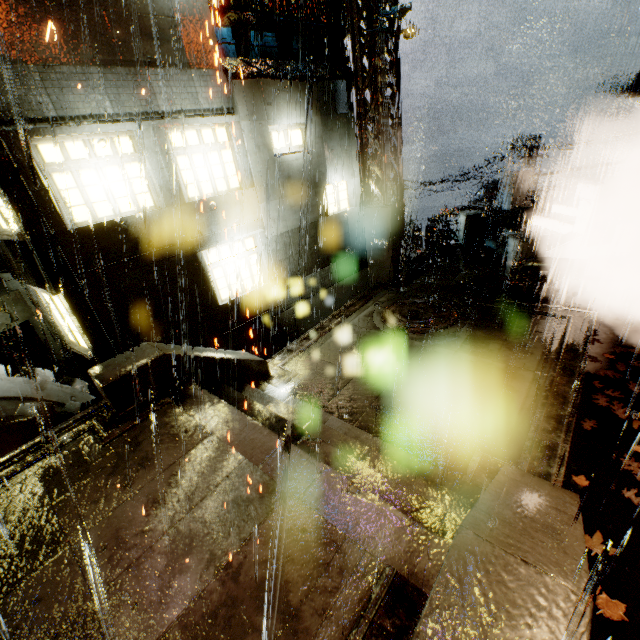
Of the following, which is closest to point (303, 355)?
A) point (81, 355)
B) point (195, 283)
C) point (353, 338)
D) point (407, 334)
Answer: point (353, 338)

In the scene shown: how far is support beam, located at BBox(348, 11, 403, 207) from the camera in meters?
9.7

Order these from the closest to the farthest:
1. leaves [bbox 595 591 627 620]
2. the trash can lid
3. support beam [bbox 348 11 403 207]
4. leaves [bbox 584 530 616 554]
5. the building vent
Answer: leaves [bbox 595 591 627 620] < leaves [bbox 584 530 616 554] < support beam [bbox 348 11 403 207] < the trash can lid < the building vent

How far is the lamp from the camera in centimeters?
907cm

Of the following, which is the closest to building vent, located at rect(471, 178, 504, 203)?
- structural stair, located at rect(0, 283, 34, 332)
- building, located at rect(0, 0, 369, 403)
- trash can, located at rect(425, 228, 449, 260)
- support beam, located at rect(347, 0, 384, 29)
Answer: building, located at rect(0, 0, 369, 403)

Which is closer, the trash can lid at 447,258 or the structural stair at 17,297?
the structural stair at 17,297

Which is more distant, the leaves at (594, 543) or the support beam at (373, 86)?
the support beam at (373, 86)

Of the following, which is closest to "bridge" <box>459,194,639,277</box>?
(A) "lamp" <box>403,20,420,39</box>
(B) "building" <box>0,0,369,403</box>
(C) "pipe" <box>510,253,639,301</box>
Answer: (B) "building" <box>0,0,369,403</box>
